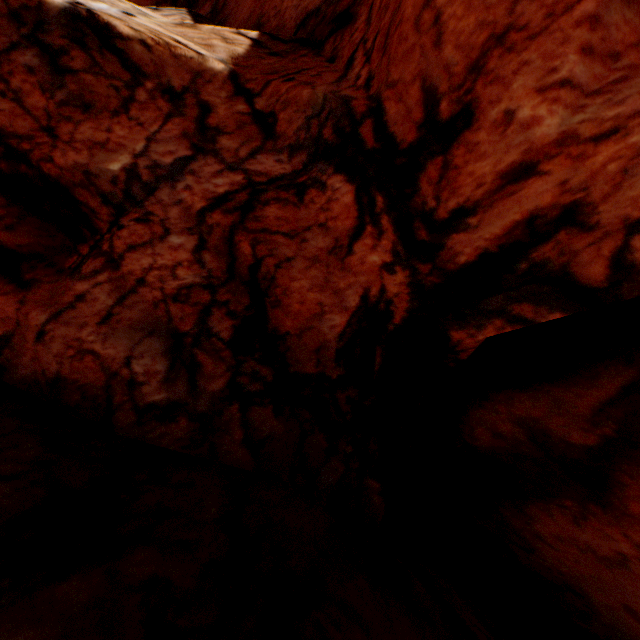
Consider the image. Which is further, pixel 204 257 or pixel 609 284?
pixel 204 257
